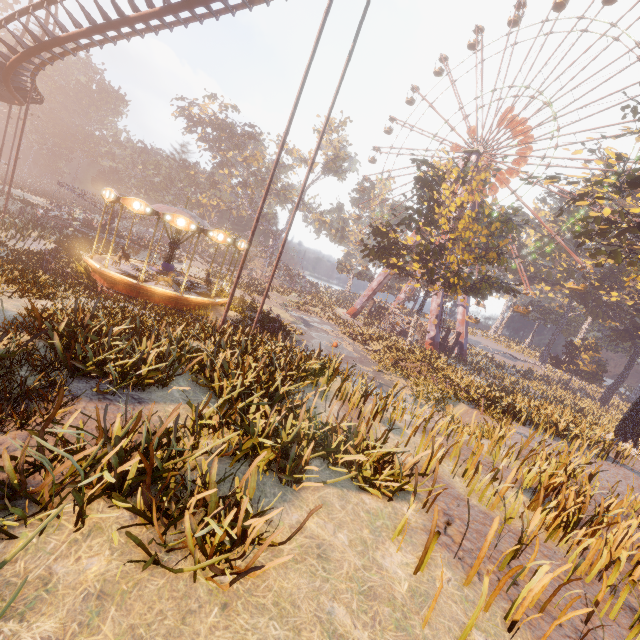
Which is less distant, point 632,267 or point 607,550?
point 607,550

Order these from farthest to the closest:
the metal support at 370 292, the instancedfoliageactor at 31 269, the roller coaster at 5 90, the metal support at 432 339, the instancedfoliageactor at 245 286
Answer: the metal support at 370 292, the metal support at 432 339, the instancedfoliageactor at 245 286, the roller coaster at 5 90, the instancedfoliageactor at 31 269

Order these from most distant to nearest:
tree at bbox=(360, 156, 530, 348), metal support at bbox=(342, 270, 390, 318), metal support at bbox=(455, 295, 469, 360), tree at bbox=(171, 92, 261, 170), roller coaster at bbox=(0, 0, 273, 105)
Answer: tree at bbox=(171, 92, 261, 170), metal support at bbox=(342, 270, 390, 318), metal support at bbox=(455, 295, 469, 360), tree at bbox=(360, 156, 530, 348), roller coaster at bbox=(0, 0, 273, 105)

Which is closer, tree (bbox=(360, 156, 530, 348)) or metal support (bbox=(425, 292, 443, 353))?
tree (bbox=(360, 156, 530, 348))

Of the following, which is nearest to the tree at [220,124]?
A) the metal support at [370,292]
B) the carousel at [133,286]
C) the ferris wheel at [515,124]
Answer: the ferris wheel at [515,124]

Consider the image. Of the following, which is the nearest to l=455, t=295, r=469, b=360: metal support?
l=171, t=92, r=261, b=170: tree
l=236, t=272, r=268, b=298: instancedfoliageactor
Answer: l=236, t=272, r=268, b=298: instancedfoliageactor

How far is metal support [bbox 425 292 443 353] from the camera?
39.7m

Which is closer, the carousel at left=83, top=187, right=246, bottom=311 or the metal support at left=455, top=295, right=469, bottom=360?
the carousel at left=83, top=187, right=246, bottom=311
